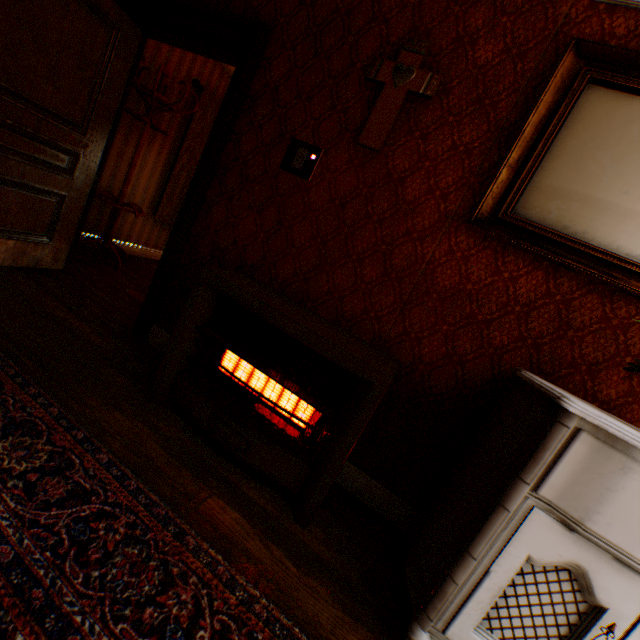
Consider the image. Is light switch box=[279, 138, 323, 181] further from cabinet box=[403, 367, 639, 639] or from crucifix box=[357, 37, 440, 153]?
cabinet box=[403, 367, 639, 639]

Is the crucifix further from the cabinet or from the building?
the cabinet

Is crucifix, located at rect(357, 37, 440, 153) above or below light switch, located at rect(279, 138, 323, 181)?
above

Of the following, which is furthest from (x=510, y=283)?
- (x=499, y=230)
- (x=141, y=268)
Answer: (x=141, y=268)

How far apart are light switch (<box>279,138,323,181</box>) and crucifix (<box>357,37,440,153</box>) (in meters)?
0.30

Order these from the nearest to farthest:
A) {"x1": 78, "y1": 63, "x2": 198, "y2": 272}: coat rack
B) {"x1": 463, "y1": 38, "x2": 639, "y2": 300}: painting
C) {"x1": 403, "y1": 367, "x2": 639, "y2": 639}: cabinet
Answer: {"x1": 403, "y1": 367, "x2": 639, "y2": 639}: cabinet → {"x1": 463, "y1": 38, "x2": 639, "y2": 300}: painting → {"x1": 78, "y1": 63, "x2": 198, "y2": 272}: coat rack

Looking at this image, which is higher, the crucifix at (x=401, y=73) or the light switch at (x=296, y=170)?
the crucifix at (x=401, y=73)

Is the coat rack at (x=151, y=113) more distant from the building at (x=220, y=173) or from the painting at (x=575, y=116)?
the painting at (x=575, y=116)
